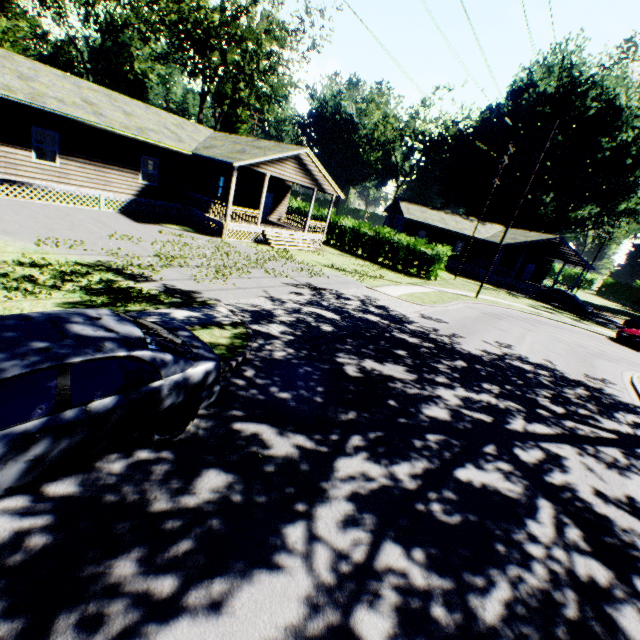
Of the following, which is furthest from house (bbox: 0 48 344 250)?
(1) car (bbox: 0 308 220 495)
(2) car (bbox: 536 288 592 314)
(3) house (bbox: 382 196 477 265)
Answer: (2) car (bbox: 536 288 592 314)

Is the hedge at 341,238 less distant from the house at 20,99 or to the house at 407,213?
the house at 20,99

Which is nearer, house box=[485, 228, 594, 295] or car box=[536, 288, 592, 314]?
car box=[536, 288, 592, 314]

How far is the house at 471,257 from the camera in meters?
38.3

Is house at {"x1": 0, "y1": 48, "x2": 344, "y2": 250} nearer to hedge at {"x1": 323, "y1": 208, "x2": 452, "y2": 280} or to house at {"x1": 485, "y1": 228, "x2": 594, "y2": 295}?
hedge at {"x1": 323, "y1": 208, "x2": 452, "y2": 280}

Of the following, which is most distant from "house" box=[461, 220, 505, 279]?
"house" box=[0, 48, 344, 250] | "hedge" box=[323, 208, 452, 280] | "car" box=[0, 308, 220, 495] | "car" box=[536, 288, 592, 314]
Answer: "car" box=[0, 308, 220, 495]

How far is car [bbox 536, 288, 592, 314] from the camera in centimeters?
3083cm

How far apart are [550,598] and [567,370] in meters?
12.1
